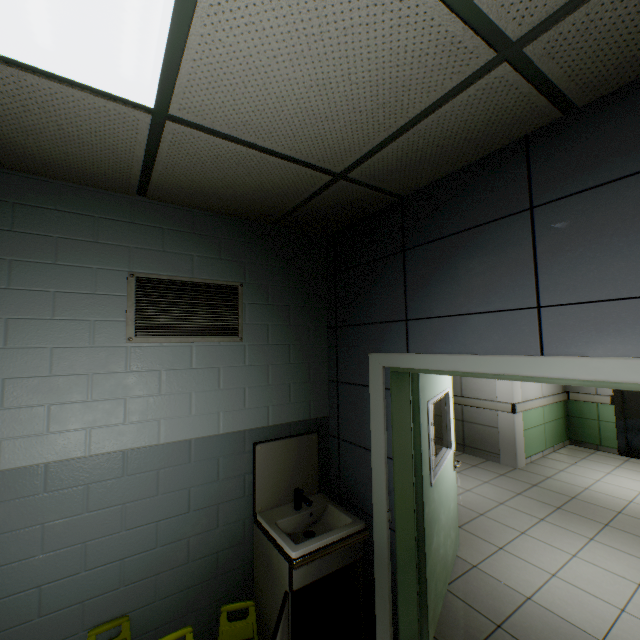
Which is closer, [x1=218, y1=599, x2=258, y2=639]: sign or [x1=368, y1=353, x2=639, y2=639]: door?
[x1=368, y1=353, x2=639, y2=639]: door

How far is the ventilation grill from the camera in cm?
214

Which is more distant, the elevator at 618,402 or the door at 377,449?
the elevator at 618,402

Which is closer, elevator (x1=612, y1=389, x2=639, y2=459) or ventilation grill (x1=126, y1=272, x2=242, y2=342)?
ventilation grill (x1=126, y1=272, x2=242, y2=342)

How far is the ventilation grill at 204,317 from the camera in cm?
214

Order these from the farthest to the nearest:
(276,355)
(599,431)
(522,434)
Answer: (599,431) → (522,434) → (276,355)

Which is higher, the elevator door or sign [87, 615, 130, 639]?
sign [87, 615, 130, 639]

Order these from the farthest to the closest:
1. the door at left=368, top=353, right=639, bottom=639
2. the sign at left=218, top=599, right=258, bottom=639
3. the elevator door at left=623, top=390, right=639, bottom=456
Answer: the elevator door at left=623, top=390, right=639, bottom=456 < the sign at left=218, top=599, right=258, bottom=639 < the door at left=368, top=353, right=639, bottom=639
